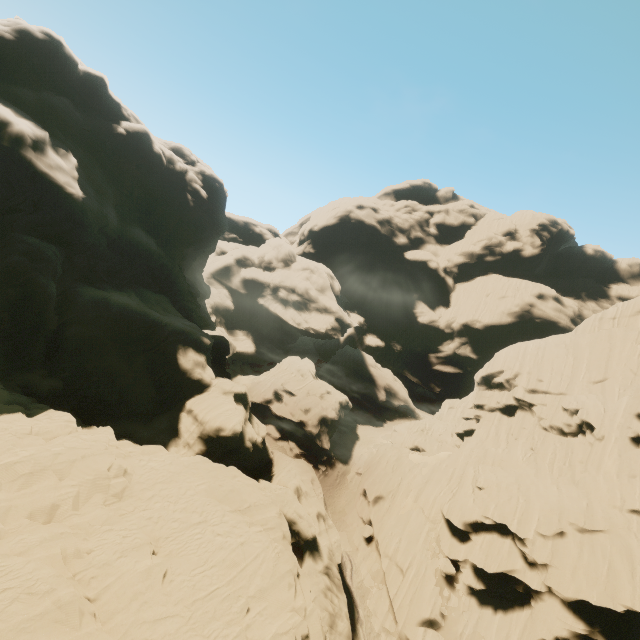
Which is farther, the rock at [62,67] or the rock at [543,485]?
the rock at [543,485]

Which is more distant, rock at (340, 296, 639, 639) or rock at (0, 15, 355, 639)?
rock at (340, 296, 639, 639)

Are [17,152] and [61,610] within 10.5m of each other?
no
